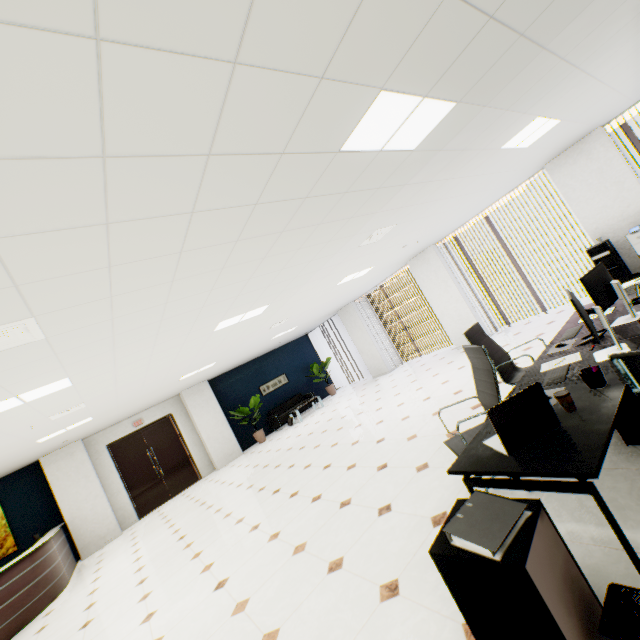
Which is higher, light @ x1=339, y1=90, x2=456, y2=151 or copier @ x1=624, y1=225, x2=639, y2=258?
light @ x1=339, y1=90, x2=456, y2=151

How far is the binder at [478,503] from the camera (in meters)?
1.39

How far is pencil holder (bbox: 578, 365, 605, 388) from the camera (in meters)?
2.01

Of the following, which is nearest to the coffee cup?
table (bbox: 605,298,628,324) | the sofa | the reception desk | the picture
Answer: table (bbox: 605,298,628,324)

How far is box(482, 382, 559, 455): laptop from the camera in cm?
182

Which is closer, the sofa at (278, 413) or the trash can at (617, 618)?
the trash can at (617, 618)

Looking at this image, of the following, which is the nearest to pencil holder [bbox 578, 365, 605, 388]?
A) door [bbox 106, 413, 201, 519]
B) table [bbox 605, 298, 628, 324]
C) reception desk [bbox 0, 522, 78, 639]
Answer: table [bbox 605, 298, 628, 324]

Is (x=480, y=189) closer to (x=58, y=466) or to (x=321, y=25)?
(x=321, y=25)
